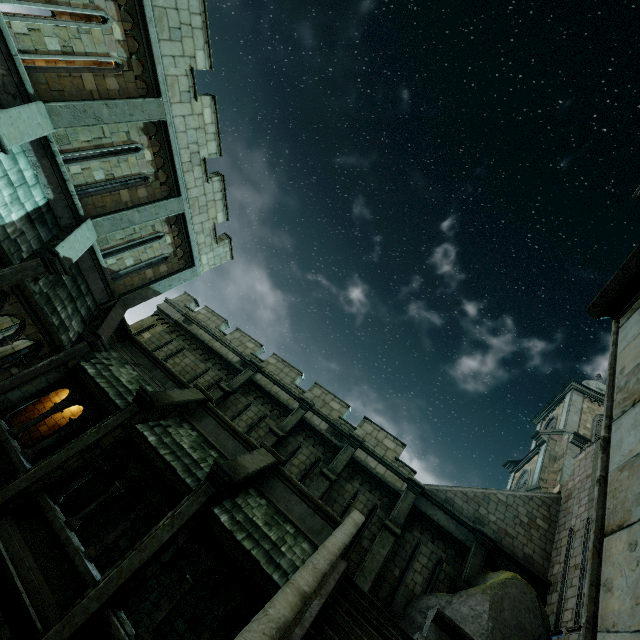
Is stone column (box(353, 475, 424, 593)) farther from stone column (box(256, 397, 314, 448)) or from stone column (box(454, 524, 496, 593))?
stone column (box(256, 397, 314, 448))

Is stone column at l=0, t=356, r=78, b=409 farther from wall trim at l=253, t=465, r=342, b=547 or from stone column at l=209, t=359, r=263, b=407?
wall trim at l=253, t=465, r=342, b=547

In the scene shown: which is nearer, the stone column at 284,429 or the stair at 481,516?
the stair at 481,516

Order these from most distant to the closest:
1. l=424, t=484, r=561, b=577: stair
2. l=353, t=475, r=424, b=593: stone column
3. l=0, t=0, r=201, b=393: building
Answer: l=424, t=484, r=561, b=577: stair
l=353, t=475, r=424, b=593: stone column
l=0, t=0, r=201, b=393: building

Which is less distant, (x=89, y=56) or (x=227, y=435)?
(x=89, y=56)

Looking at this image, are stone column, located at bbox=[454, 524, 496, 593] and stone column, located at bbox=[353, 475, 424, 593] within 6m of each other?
yes

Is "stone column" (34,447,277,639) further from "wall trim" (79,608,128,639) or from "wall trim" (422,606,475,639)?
"wall trim" (422,606,475,639)

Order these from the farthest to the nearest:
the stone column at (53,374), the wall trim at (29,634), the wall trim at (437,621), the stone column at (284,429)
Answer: the stone column at (284,429)
the stone column at (53,374)
the wall trim at (437,621)
the wall trim at (29,634)
